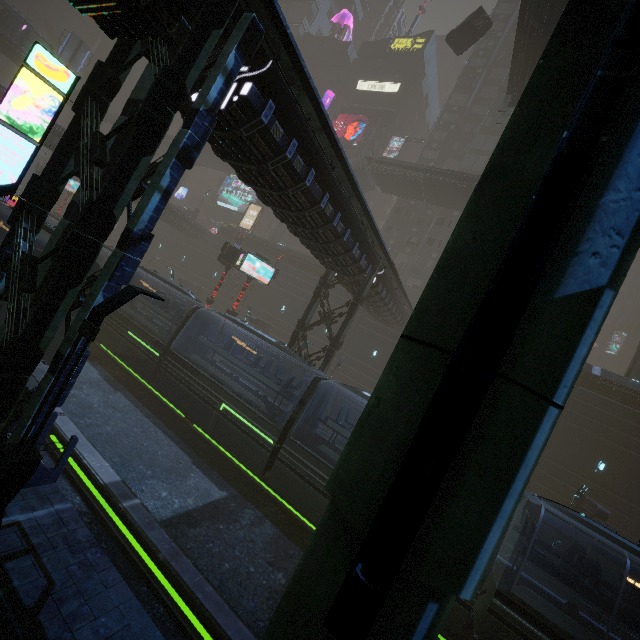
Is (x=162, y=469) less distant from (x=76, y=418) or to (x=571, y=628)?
(x=76, y=418)

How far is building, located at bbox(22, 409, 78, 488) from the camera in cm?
761

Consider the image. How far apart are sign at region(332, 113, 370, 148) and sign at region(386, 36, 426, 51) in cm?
1354

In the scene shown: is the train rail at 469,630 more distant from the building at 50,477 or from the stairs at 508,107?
the stairs at 508,107

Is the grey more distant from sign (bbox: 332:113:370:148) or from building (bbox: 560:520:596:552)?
sign (bbox: 332:113:370:148)

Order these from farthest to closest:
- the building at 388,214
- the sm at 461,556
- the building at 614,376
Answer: the building at 388,214, the building at 614,376, the sm at 461,556

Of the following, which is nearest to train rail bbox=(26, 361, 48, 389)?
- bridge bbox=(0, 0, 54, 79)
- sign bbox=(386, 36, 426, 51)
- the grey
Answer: bridge bbox=(0, 0, 54, 79)

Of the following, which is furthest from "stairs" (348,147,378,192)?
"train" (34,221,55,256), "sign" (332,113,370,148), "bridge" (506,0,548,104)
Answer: "train" (34,221,55,256)
